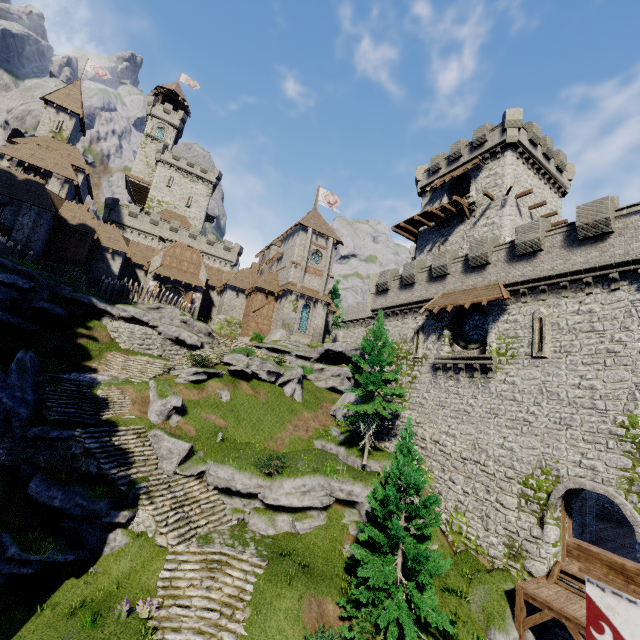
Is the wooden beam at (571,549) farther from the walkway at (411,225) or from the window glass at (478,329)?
the walkway at (411,225)

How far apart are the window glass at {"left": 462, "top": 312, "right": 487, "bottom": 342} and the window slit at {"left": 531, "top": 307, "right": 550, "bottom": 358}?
2.8 meters

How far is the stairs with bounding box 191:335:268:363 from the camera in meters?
28.6

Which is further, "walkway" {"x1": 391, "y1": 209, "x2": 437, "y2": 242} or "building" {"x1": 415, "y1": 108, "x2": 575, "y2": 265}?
"walkway" {"x1": 391, "y1": 209, "x2": 437, "y2": 242}

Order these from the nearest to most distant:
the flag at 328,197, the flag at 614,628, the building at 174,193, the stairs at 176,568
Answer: the flag at 614,628, the stairs at 176,568, the flag at 328,197, the building at 174,193

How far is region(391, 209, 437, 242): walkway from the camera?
32.9 meters

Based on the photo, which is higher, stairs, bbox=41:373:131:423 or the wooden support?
stairs, bbox=41:373:131:423

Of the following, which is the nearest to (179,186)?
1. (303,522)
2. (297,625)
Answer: (303,522)
